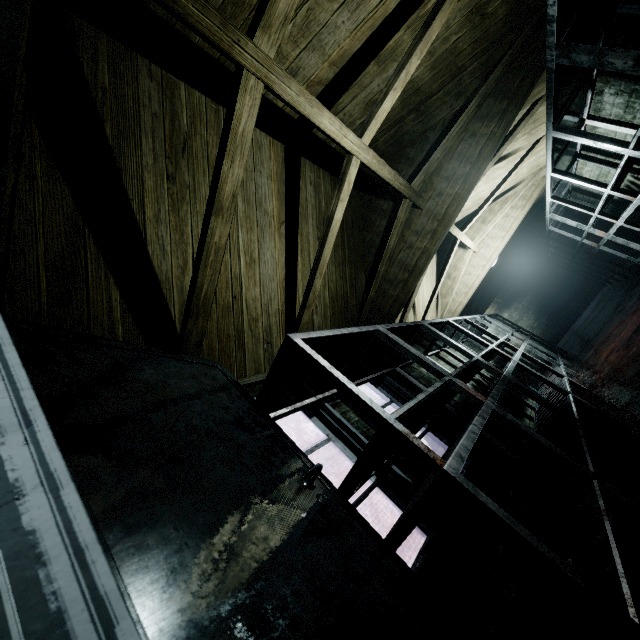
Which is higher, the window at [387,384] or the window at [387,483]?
the window at [387,384]

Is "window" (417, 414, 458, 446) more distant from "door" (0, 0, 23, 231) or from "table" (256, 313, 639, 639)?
"door" (0, 0, 23, 231)

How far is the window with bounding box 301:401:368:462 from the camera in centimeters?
215cm

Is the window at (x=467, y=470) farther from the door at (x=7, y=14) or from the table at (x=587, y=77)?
the door at (x=7, y=14)

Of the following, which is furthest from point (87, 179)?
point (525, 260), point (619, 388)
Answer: point (525, 260)

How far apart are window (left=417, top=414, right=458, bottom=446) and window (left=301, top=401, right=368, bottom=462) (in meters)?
0.23

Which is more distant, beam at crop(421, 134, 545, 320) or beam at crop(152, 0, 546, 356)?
beam at crop(421, 134, 545, 320)
